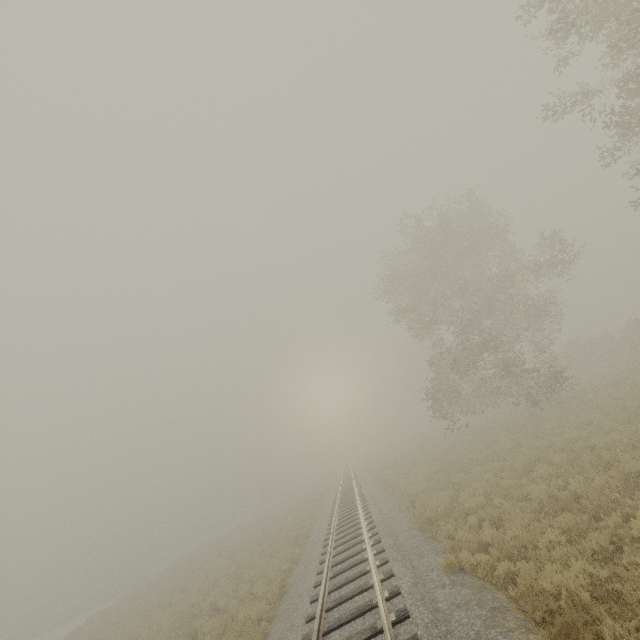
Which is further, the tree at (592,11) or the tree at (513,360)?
the tree at (513,360)

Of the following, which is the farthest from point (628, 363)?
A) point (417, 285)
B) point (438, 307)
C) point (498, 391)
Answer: point (417, 285)

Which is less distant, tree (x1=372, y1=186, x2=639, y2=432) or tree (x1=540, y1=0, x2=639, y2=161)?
tree (x1=540, y1=0, x2=639, y2=161)
